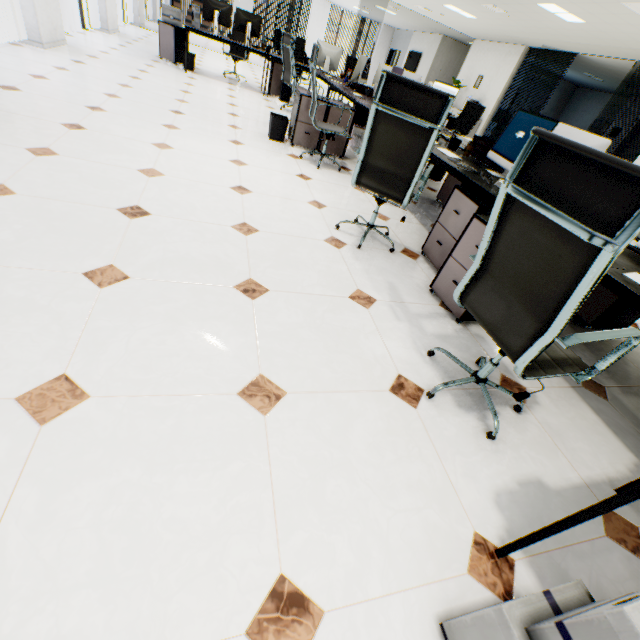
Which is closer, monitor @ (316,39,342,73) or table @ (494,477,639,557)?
table @ (494,477,639,557)

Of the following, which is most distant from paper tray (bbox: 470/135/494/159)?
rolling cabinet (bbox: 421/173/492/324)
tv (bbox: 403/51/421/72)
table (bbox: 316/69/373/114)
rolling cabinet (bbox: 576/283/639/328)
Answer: tv (bbox: 403/51/421/72)

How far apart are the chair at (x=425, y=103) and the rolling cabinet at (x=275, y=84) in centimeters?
610cm

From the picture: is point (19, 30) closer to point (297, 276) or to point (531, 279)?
point (297, 276)

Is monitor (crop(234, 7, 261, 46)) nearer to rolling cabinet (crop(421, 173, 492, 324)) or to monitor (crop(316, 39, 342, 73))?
monitor (crop(316, 39, 342, 73))

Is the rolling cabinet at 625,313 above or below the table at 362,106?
below

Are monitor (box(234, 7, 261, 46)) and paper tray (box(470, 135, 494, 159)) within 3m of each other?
no

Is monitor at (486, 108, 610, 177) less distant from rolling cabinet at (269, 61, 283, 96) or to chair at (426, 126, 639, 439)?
chair at (426, 126, 639, 439)
